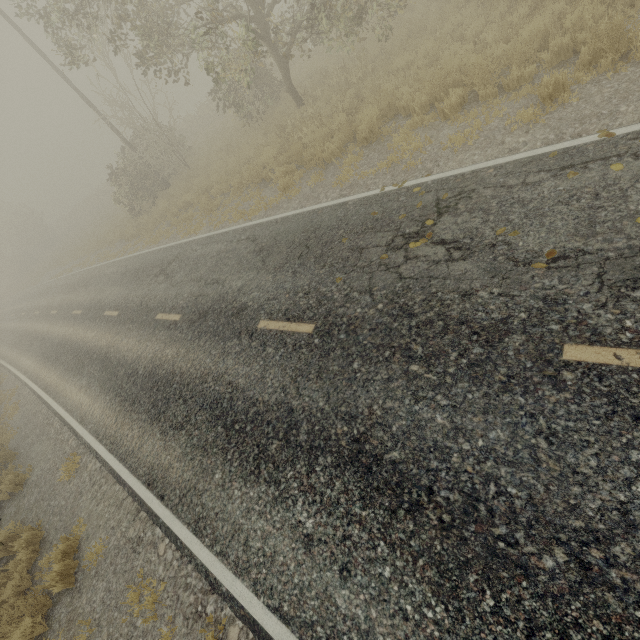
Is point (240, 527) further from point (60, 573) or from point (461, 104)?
point (461, 104)

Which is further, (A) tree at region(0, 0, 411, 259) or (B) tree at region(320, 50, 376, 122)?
(B) tree at region(320, 50, 376, 122)

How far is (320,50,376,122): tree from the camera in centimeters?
1087cm

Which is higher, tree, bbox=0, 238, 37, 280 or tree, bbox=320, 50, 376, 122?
tree, bbox=0, 238, 37, 280

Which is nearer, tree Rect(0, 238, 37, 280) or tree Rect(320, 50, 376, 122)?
tree Rect(320, 50, 376, 122)

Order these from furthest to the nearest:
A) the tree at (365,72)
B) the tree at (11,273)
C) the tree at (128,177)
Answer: the tree at (11,273)
the tree at (365,72)
the tree at (128,177)

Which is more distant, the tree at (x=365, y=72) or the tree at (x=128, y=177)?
the tree at (x=365, y=72)
